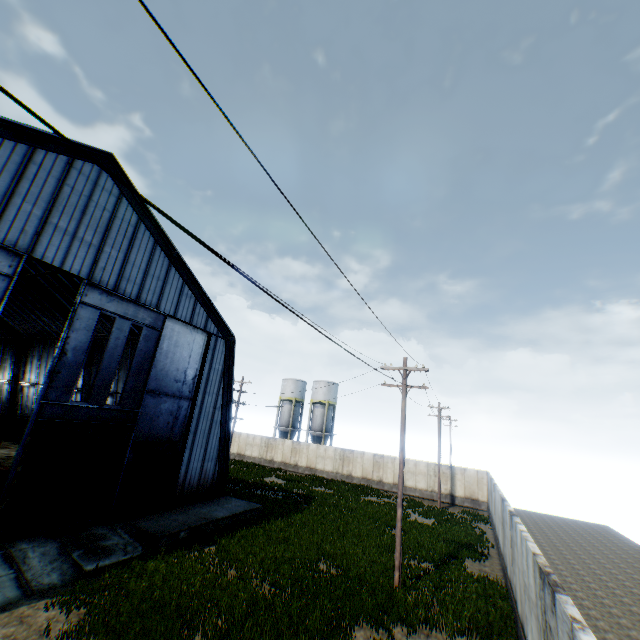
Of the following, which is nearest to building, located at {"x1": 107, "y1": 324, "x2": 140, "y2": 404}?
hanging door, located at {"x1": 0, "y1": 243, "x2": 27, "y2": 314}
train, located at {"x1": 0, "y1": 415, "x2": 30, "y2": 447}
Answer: hanging door, located at {"x1": 0, "y1": 243, "x2": 27, "y2": 314}

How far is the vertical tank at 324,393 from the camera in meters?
47.9 m

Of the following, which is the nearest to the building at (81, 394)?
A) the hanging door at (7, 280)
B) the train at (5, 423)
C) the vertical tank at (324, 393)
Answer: the hanging door at (7, 280)

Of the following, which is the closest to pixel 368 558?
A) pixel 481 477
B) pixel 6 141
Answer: pixel 481 477

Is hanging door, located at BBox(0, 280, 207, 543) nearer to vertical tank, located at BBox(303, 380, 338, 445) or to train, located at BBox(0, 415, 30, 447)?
train, located at BBox(0, 415, 30, 447)

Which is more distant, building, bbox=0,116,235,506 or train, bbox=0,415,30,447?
train, bbox=0,415,30,447

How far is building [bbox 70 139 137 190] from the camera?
14.8m

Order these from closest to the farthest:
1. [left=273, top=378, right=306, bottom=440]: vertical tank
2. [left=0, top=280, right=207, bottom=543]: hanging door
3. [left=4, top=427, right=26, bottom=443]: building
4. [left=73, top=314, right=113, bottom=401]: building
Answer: [left=0, top=280, right=207, bottom=543]: hanging door → [left=73, top=314, right=113, bottom=401]: building → [left=4, top=427, right=26, bottom=443]: building → [left=273, top=378, right=306, bottom=440]: vertical tank
